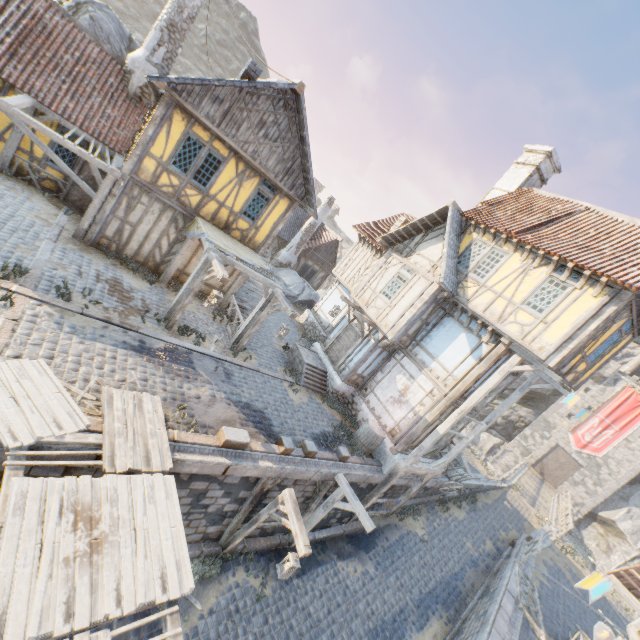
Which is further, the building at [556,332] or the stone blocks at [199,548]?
the building at [556,332]

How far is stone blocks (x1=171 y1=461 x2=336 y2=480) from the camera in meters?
7.2 m

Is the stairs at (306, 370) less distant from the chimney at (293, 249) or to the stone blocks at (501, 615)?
the stone blocks at (501, 615)

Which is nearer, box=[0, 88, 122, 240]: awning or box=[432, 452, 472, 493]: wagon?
box=[0, 88, 122, 240]: awning

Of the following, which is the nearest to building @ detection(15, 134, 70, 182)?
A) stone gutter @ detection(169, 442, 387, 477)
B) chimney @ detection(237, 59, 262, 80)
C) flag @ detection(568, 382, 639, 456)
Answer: chimney @ detection(237, 59, 262, 80)

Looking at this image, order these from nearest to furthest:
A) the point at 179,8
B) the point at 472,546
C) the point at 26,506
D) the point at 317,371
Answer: the point at 26,506
the point at 179,8
the point at 317,371
the point at 472,546

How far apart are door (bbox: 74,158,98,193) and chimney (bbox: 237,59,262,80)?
5.9m

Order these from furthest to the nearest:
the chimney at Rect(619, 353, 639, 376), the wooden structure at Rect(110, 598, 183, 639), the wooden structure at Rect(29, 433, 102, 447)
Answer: the chimney at Rect(619, 353, 639, 376) < the wooden structure at Rect(29, 433, 102, 447) < the wooden structure at Rect(110, 598, 183, 639)
